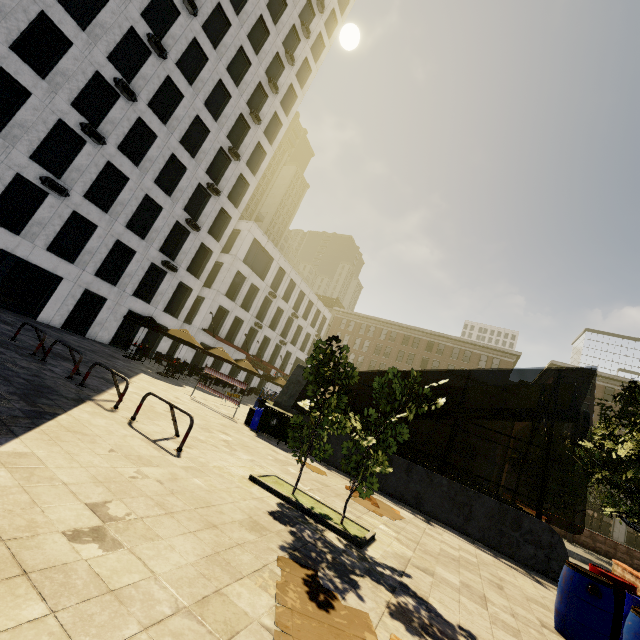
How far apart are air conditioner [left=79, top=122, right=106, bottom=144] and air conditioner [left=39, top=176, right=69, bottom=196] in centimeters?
347cm

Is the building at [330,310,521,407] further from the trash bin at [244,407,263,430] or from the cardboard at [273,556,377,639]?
the cardboard at [273,556,377,639]

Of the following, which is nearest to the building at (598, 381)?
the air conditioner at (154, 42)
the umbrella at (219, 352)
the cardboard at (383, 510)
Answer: the umbrella at (219, 352)

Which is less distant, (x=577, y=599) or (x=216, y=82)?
(x=577, y=599)

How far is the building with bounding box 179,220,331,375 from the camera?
31.47m

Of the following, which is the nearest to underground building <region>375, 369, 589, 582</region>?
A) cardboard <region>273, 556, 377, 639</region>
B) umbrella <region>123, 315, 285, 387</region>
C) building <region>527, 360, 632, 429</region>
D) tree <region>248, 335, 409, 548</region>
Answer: tree <region>248, 335, 409, 548</region>

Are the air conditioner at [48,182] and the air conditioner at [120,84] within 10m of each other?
yes

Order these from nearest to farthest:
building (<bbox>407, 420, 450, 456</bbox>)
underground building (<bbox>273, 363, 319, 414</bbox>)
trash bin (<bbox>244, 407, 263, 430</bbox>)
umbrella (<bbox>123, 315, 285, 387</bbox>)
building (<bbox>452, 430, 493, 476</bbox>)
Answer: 1. trash bin (<bbox>244, 407, 263, 430</bbox>)
2. underground building (<bbox>273, 363, 319, 414</bbox>)
3. umbrella (<bbox>123, 315, 285, 387</bbox>)
4. building (<bbox>452, 430, 493, 476</bbox>)
5. building (<bbox>407, 420, 450, 456</bbox>)
